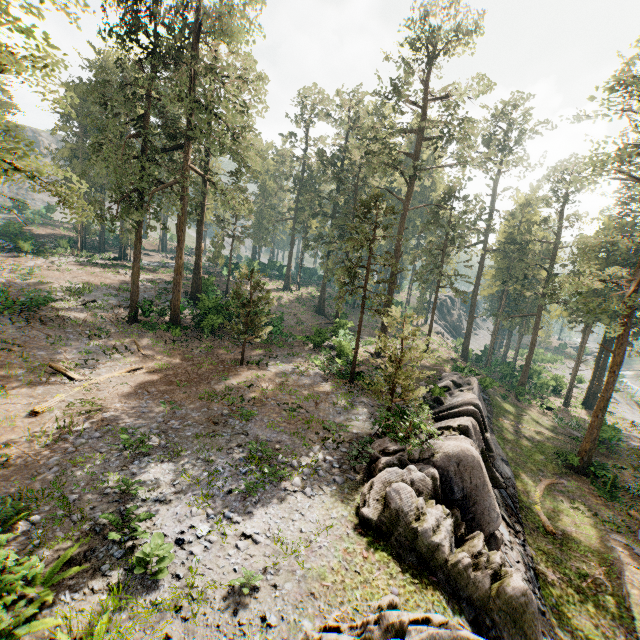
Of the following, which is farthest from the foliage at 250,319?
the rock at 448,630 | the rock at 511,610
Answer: the rock at 511,610

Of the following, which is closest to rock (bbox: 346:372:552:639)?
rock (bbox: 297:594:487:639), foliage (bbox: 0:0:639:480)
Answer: rock (bbox: 297:594:487:639)

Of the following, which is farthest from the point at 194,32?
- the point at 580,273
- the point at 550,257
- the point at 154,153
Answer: the point at 550,257

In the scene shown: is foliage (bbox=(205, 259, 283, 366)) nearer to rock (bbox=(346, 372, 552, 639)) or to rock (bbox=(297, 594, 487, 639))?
rock (bbox=(297, 594, 487, 639))

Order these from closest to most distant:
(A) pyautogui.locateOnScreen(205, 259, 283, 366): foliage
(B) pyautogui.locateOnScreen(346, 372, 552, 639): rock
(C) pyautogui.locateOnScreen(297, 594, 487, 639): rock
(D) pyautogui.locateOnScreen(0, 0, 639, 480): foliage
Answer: (C) pyautogui.locateOnScreen(297, 594, 487, 639): rock → (B) pyautogui.locateOnScreen(346, 372, 552, 639): rock → (D) pyautogui.locateOnScreen(0, 0, 639, 480): foliage → (A) pyautogui.locateOnScreen(205, 259, 283, 366): foliage

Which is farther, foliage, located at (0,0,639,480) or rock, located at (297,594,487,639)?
foliage, located at (0,0,639,480)

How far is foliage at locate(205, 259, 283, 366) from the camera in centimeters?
2295cm

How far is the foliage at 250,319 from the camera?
22.95m
